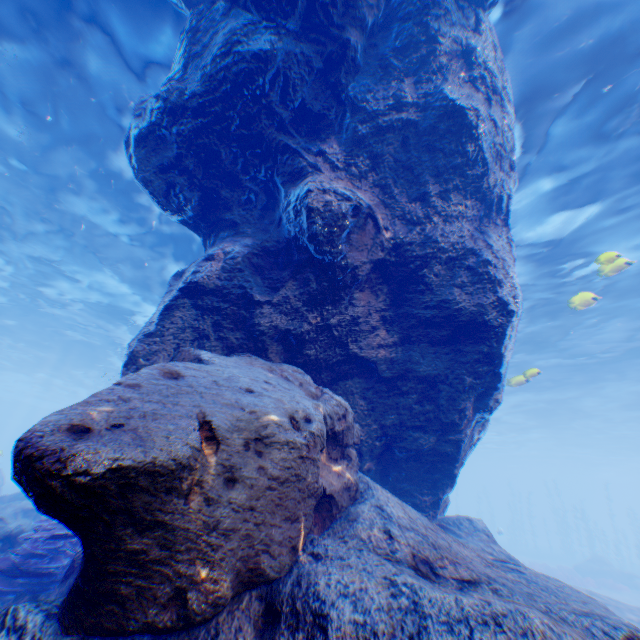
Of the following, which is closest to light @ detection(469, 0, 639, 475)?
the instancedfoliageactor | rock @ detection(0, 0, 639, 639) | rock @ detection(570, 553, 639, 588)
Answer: rock @ detection(0, 0, 639, 639)

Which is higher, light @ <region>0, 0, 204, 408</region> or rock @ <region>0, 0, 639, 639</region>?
light @ <region>0, 0, 204, 408</region>

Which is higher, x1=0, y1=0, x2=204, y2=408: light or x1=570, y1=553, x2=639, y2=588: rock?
x1=0, y1=0, x2=204, y2=408: light

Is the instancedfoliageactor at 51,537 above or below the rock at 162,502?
below

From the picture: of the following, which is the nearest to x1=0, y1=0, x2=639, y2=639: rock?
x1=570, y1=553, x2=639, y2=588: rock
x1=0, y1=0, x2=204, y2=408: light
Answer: x1=0, y1=0, x2=204, y2=408: light

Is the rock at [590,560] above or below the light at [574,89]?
below

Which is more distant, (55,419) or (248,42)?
(248,42)

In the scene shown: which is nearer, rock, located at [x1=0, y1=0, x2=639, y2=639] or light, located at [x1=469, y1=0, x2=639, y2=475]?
rock, located at [x1=0, y1=0, x2=639, y2=639]
